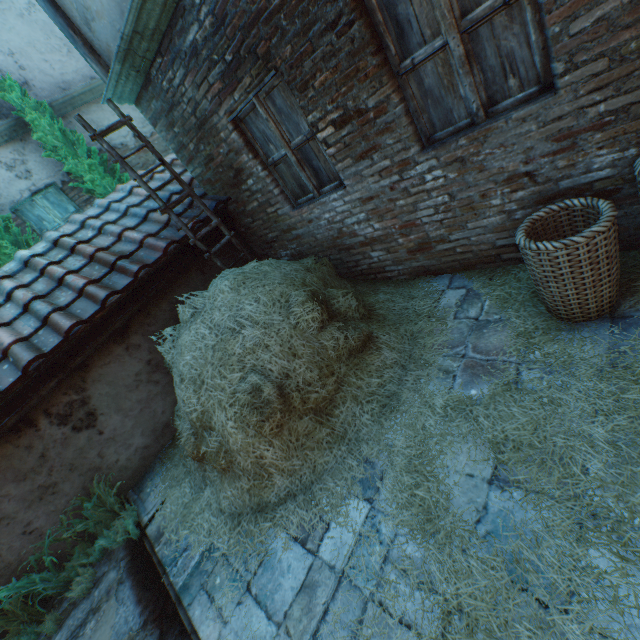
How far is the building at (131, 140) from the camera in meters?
7.7

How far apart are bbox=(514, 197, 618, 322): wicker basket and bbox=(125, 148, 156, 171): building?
8.6m

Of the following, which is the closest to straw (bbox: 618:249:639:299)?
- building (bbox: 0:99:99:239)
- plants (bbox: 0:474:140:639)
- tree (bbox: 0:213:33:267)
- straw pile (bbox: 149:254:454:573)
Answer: straw pile (bbox: 149:254:454:573)

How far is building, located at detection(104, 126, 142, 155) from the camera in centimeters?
773cm

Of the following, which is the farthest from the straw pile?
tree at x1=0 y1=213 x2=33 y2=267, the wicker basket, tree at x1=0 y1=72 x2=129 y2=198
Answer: tree at x1=0 y1=72 x2=129 y2=198

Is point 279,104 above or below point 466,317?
above

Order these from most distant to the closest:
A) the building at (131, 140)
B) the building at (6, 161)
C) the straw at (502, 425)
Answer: the building at (131, 140), the building at (6, 161), the straw at (502, 425)
